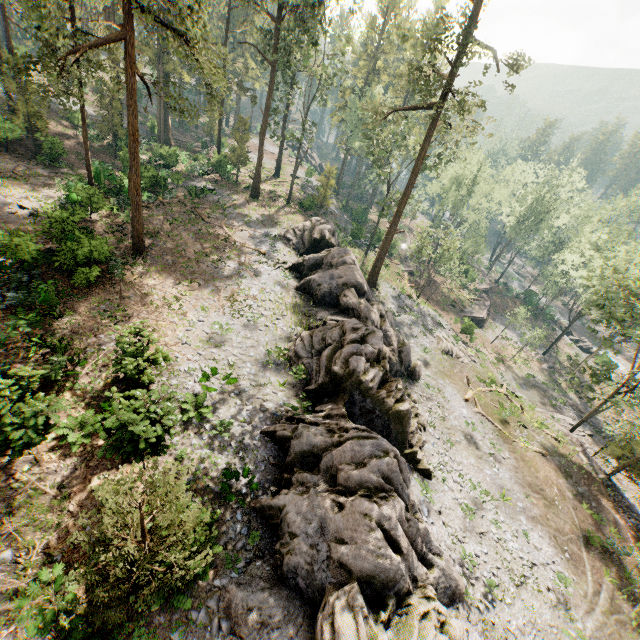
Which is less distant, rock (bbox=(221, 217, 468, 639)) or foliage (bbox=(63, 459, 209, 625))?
foliage (bbox=(63, 459, 209, 625))

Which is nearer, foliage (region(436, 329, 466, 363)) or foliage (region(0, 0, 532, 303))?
foliage (region(0, 0, 532, 303))

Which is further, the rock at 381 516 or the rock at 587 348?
the rock at 587 348

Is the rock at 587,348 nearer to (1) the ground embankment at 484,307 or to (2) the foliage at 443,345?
(2) the foliage at 443,345

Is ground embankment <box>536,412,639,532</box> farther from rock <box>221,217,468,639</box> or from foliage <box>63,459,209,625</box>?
rock <box>221,217,468,639</box>

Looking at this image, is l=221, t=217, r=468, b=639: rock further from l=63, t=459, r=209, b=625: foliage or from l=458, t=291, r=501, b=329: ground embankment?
l=458, t=291, r=501, b=329: ground embankment

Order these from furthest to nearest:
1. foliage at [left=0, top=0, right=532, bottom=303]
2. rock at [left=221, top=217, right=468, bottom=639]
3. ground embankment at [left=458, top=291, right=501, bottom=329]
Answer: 1. ground embankment at [left=458, top=291, right=501, bottom=329]
2. foliage at [left=0, top=0, right=532, bottom=303]
3. rock at [left=221, top=217, right=468, bottom=639]

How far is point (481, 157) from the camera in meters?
→ 48.1
